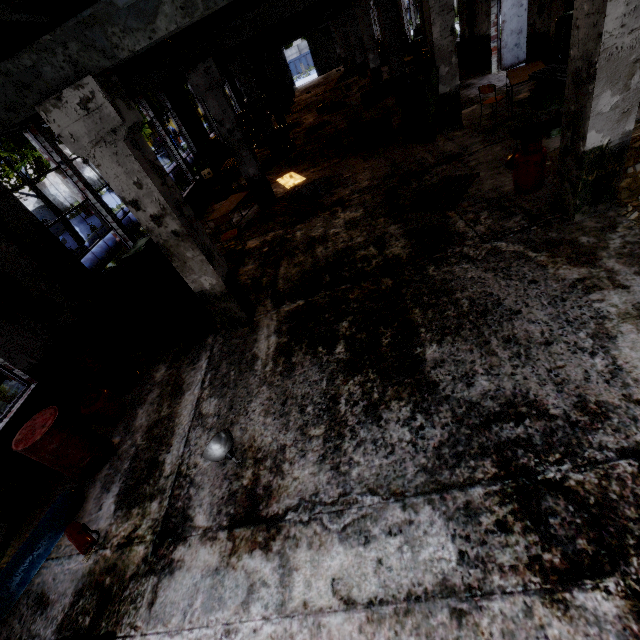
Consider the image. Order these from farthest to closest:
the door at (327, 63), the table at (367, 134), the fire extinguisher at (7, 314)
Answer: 1. the door at (327, 63)
2. the table at (367, 134)
3. the fire extinguisher at (7, 314)

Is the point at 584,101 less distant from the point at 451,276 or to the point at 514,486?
the point at 451,276

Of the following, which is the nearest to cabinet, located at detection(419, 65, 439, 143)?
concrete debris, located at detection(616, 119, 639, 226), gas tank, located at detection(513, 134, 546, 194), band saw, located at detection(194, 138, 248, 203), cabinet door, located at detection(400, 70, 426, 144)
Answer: cabinet door, located at detection(400, 70, 426, 144)

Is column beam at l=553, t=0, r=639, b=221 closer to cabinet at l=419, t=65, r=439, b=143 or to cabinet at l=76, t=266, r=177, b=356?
cabinet at l=76, t=266, r=177, b=356

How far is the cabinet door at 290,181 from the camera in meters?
11.3

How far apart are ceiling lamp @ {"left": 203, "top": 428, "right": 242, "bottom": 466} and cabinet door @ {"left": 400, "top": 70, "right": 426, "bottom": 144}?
9.33m

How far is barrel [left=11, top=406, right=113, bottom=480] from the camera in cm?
418

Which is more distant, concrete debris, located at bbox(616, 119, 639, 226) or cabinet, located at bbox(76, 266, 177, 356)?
cabinet, located at bbox(76, 266, 177, 356)
